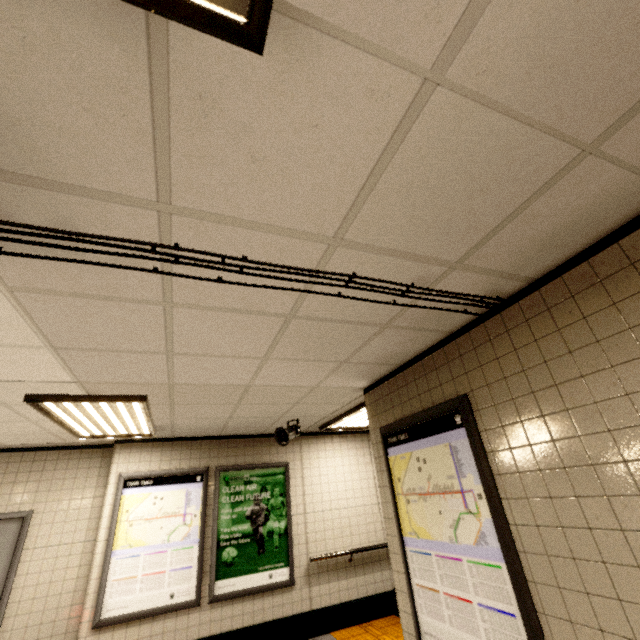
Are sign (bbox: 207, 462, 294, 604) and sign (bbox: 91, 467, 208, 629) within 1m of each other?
yes

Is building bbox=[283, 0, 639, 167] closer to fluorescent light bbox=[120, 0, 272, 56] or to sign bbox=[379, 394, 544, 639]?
fluorescent light bbox=[120, 0, 272, 56]

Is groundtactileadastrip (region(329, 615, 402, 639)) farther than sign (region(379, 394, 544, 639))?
Yes

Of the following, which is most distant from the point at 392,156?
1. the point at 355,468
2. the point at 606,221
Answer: the point at 355,468

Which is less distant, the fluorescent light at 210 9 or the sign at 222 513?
the fluorescent light at 210 9

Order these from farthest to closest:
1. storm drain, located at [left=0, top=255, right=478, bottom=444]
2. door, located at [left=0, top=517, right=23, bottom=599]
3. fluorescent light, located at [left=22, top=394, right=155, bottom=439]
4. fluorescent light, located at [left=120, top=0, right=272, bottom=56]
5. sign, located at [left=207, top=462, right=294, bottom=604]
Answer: sign, located at [left=207, top=462, right=294, bottom=604]
door, located at [left=0, top=517, right=23, bottom=599]
fluorescent light, located at [left=22, top=394, right=155, bottom=439]
storm drain, located at [left=0, top=255, right=478, bottom=444]
fluorescent light, located at [left=120, top=0, right=272, bottom=56]

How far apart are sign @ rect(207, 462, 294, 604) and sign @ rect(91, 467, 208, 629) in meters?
0.1 m

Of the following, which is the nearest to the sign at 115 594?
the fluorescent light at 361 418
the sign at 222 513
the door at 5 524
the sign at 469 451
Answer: the sign at 222 513
